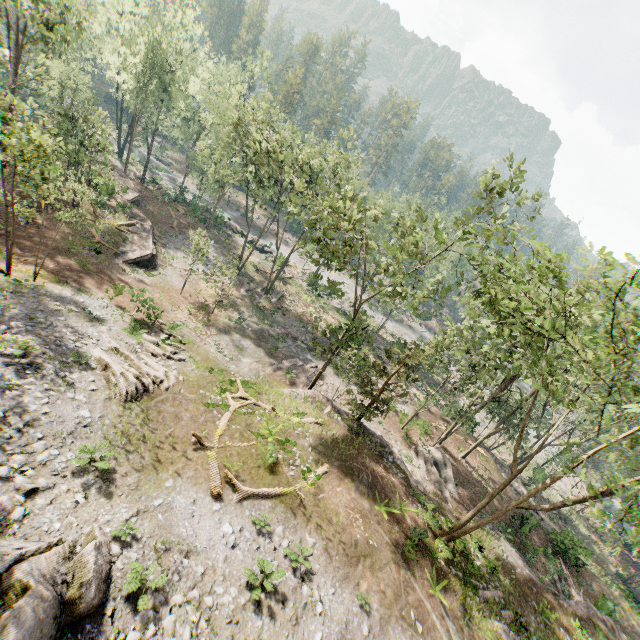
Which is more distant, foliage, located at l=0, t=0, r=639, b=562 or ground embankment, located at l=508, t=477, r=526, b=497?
ground embankment, located at l=508, t=477, r=526, b=497

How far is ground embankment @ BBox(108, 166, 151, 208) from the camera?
37.71m

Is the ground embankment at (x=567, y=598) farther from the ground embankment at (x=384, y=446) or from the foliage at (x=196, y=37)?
the ground embankment at (x=384, y=446)

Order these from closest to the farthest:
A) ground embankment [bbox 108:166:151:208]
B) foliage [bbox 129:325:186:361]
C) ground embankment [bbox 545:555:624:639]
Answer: foliage [bbox 129:325:186:361] < ground embankment [bbox 545:555:624:639] < ground embankment [bbox 108:166:151:208]

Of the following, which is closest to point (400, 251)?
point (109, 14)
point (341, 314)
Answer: point (341, 314)

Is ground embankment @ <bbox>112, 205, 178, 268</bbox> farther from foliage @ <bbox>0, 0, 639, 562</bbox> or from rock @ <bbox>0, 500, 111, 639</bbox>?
rock @ <bbox>0, 500, 111, 639</bbox>

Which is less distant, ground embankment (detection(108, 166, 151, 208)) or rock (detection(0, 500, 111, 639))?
rock (detection(0, 500, 111, 639))

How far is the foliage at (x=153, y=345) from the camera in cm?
1995
